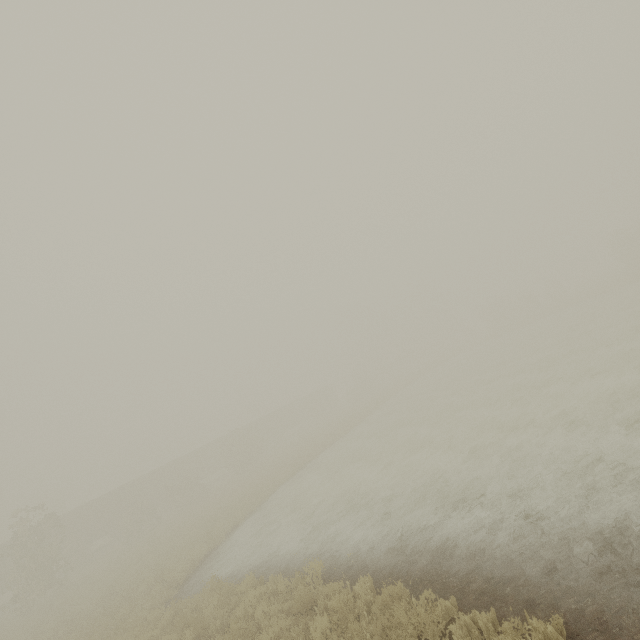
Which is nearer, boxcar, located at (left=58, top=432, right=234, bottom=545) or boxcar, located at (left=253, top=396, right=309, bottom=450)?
boxcar, located at (left=58, top=432, right=234, bottom=545)

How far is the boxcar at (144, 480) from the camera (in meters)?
32.66

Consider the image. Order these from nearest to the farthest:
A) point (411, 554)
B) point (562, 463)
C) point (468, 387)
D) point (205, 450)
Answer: point (411, 554) < point (562, 463) < point (468, 387) < point (205, 450)

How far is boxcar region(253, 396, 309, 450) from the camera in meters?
49.8
